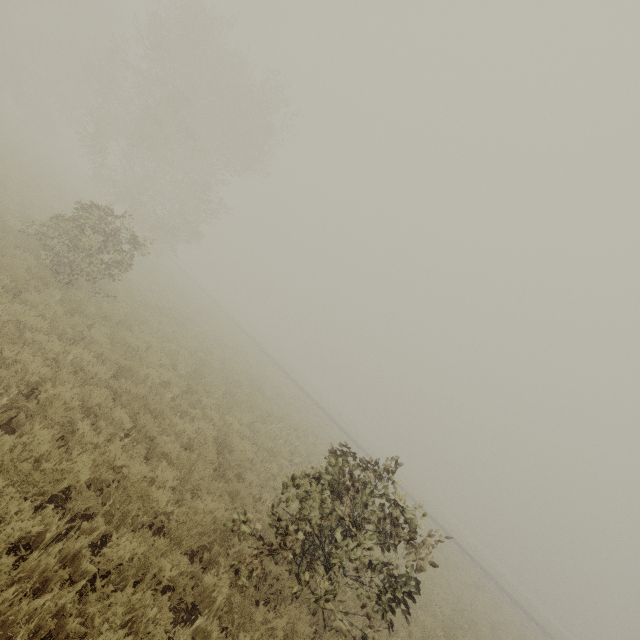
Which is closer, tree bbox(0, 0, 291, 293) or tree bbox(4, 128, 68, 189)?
tree bbox(0, 0, 291, 293)

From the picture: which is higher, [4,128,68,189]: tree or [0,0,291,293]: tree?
[0,0,291,293]: tree

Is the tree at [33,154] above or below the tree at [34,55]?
below

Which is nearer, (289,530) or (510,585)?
(289,530)

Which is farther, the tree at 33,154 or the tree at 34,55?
the tree at 33,154
